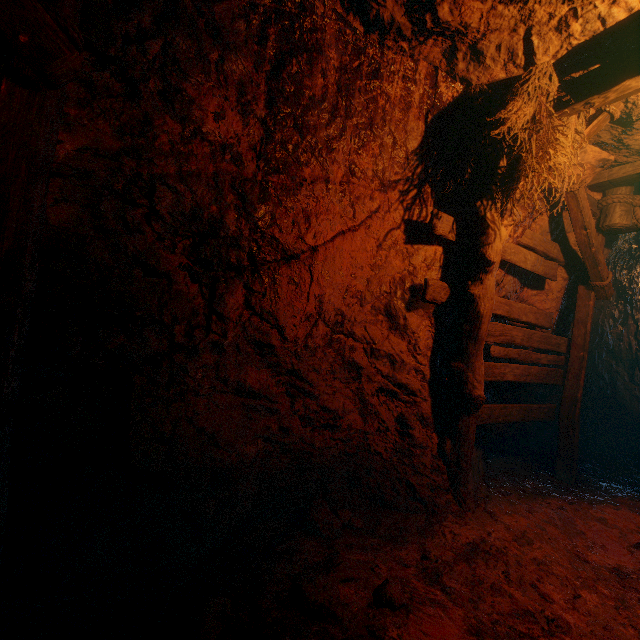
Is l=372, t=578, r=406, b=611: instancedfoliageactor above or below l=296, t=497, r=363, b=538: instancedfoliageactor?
above

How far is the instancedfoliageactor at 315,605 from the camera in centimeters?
179cm

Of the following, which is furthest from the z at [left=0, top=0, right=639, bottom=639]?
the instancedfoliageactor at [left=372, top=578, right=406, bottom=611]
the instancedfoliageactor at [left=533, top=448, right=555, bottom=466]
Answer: the instancedfoliageactor at [left=372, top=578, right=406, bottom=611]

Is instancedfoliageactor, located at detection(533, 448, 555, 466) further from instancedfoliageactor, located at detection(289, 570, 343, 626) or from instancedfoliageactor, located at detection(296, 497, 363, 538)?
instancedfoliageactor, located at detection(289, 570, 343, 626)

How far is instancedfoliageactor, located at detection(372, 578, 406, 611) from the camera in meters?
1.9

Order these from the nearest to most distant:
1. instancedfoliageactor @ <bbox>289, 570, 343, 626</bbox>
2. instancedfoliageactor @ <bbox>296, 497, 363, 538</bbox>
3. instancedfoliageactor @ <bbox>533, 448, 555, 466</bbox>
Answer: instancedfoliageactor @ <bbox>289, 570, 343, 626</bbox> < instancedfoliageactor @ <bbox>296, 497, 363, 538</bbox> < instancedfoliageactor @ <bbox>533, 448, 555, 466</bbox>

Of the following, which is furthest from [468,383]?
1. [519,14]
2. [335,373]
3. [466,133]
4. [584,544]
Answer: [519,14]

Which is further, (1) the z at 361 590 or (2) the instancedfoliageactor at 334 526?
(2) the instancedfoliageactor at 334 526
